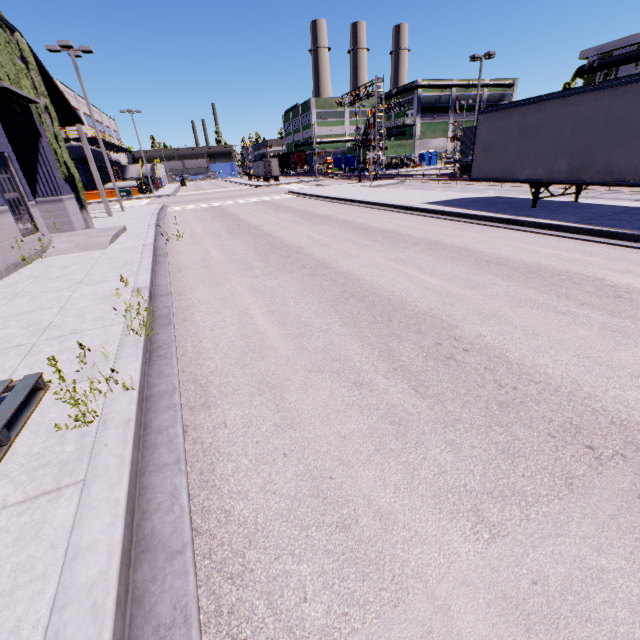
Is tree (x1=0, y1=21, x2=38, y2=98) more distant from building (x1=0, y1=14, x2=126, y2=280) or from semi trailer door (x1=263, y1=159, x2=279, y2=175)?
semi trailer door (x1=263, y1=159, x2=279, y2=175)

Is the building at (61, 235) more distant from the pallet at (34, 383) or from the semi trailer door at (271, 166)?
the semi trailer door at (271, 166)

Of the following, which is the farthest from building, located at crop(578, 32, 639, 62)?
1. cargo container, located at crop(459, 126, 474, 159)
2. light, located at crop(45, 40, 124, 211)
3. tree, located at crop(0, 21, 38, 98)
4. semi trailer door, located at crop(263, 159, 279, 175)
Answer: semi trailer door, located at crop(263, 159, 279, 175)

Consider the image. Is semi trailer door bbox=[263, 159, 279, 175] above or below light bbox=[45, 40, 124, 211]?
below

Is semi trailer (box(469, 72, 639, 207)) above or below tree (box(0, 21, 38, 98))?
below

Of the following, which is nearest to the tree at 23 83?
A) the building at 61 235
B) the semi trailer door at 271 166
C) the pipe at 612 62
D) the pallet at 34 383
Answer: the building at 61 235

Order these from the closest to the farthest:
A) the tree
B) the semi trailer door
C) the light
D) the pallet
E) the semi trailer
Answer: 1. the pallet
2. the semi trailer
3. the tree
4. the light
5. the semi trailer door

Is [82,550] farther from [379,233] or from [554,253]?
[379,233]
